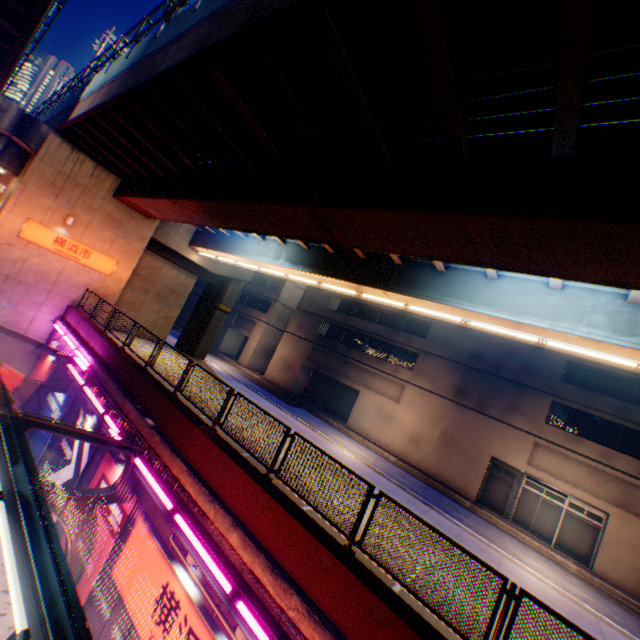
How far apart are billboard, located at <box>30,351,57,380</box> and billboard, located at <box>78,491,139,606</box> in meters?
8.1

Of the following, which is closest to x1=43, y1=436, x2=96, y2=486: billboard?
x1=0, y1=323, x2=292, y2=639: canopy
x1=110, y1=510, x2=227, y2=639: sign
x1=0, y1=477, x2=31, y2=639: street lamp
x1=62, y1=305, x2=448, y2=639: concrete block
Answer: x1=0, y1=323, x2=292, y2=639: canopy

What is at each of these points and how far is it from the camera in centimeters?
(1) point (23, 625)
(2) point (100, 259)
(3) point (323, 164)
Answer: (1) street lamp, 318cm
(2) sign, 1900cm
(3) overpass support, 872cm

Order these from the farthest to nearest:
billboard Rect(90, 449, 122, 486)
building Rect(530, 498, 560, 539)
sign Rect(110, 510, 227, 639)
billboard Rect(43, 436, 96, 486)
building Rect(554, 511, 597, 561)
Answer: building Rect(530, 498, 560, 539)
building Rect(554, 511, 597, 561)
billboard Rect(43, 436, 96, 486)
billboard Rect(90, 449, 122, 486)
sign Rect(110, 510, 227, 639)

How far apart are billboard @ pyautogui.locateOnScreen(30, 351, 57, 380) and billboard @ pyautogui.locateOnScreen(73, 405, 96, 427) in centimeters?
450cm

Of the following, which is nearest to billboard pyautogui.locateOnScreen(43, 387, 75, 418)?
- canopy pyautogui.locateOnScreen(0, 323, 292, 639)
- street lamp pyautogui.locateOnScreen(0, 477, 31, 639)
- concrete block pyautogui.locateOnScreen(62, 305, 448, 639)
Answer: canopy pyautogui.locateOnScreen(0, 323, 292, 639)

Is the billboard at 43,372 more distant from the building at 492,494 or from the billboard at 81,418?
the building at 492,494

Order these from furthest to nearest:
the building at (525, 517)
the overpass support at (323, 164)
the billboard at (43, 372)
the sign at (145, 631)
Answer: the building at (525, 517) < the billboard at (43, 372) < the sign at (145, 631) < the overpass support at (323, 164)
